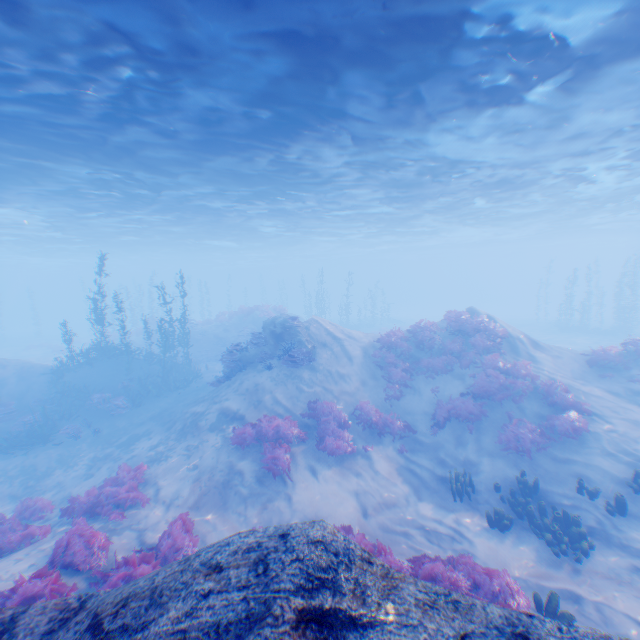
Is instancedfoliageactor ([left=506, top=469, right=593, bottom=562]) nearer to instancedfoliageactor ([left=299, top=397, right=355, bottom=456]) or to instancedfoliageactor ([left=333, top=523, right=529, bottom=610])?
instancedfoliageactor ([left=333, top=523, right=529, bottom=610])

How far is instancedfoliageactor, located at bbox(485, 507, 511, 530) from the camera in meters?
9.3

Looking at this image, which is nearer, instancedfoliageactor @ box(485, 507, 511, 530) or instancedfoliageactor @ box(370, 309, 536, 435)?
instancedfoliageactor @ box(485, 507, 511, 530)

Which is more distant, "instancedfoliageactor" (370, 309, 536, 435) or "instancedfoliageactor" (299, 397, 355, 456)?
"instancedfoliageactor" (370, 309, 536, 435)

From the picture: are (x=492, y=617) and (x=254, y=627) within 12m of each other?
yes

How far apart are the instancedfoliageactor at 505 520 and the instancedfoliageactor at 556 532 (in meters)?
0.53

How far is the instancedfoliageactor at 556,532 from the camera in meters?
8.3

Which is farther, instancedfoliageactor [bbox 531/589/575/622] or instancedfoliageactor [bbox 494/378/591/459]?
instancedfoliageactor [bbox 494/378/591/459]
